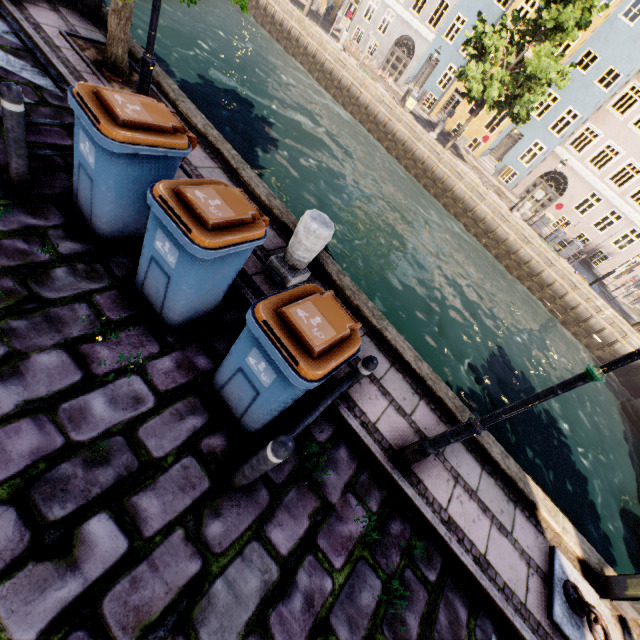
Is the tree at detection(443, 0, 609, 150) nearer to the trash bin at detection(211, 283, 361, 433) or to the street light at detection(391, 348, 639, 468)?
the street light at detection(391, 348, 639, 468)

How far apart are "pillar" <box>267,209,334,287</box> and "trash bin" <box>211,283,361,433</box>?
1.3 meters

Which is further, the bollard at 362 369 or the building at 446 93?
the building at 446 93

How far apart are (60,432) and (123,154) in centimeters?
251cm

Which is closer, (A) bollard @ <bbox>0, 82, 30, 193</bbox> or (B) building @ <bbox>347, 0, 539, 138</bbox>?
(A) bollard @ <bbox>0, 82, 30, 193</bbox>

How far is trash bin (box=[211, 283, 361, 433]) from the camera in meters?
2.5

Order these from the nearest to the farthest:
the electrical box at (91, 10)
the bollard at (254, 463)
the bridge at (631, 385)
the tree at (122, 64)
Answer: A: the bollard at (254, 463) → the tree at (122, 64) → the electrical box at (91, 10) → the bridge at (631, 385)

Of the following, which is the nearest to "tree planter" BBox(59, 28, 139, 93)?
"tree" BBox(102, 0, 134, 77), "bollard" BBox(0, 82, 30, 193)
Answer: "tree" BBox(102, 0, 134, 77)
